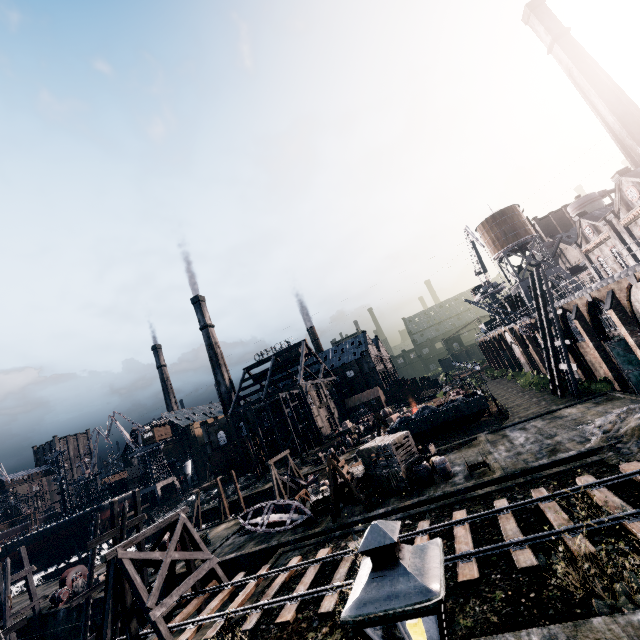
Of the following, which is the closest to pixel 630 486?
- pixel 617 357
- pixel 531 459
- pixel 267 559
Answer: pixel 531 459

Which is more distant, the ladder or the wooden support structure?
the ladder

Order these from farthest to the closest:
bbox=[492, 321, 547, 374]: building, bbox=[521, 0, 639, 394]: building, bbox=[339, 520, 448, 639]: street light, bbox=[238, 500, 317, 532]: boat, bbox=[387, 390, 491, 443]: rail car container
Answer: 1. bbox=[492, 321, 547, 374]: building
2. bbox=[387, 390, 491, 443]: rail car container
3. bbox=[238, 500, 317, 532]: boat
4. bbox=[521, 0, 639, 394]: building
5. bbox=[339, 520, 448, 639]: street light

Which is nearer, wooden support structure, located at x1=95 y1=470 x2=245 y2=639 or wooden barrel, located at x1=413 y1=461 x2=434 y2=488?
wooden support structure, located at x1=95 y1=470 x2=245 y2=639

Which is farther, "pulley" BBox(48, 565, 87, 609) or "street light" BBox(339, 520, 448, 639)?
"pulley" BBox(48, 565, 87, 609)

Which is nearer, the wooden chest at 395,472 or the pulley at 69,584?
the wooden chest at 395,472

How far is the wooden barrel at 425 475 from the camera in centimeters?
2158cm

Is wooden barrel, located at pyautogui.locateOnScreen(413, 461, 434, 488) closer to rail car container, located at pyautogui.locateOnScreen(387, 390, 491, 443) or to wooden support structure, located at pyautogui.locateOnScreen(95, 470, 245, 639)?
rail car container, located at pyautogui.locateOnScreen(387, 390, 491, 443)
